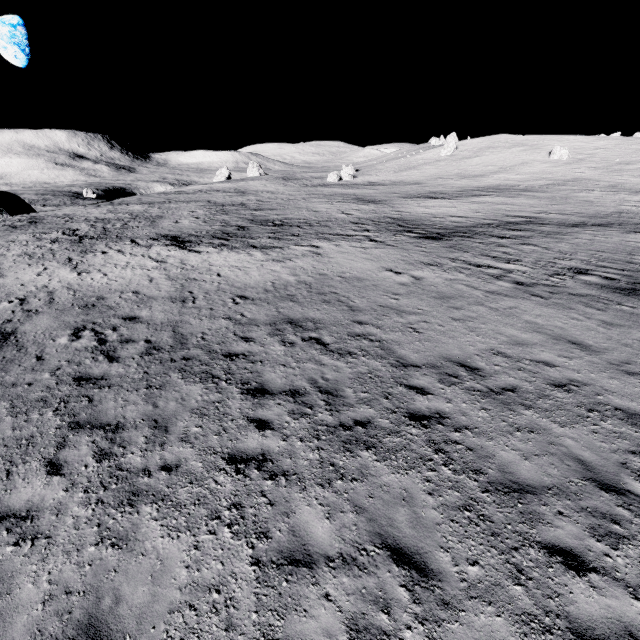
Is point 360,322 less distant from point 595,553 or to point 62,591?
point 595,553
